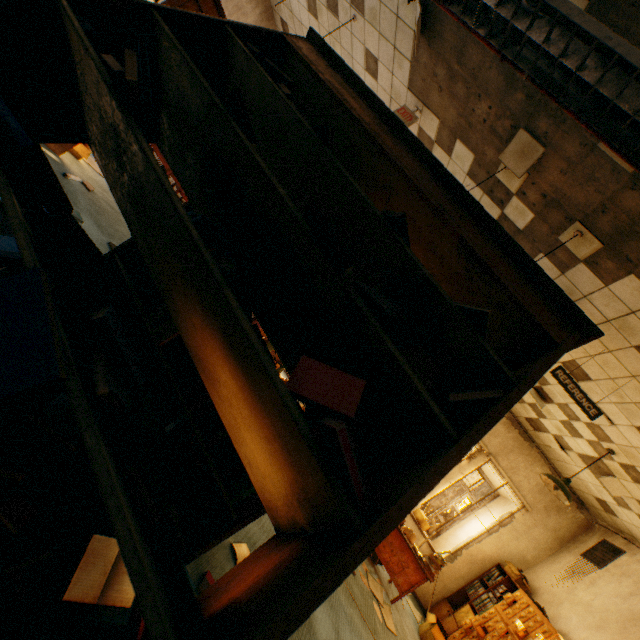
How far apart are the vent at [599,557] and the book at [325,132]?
7.44m

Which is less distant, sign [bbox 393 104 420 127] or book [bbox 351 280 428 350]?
book [bbox 351 280 428 350]

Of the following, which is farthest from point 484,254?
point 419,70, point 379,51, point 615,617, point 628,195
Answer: point 615,617

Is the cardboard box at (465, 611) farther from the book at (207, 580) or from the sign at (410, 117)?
the sign at (410, 117)

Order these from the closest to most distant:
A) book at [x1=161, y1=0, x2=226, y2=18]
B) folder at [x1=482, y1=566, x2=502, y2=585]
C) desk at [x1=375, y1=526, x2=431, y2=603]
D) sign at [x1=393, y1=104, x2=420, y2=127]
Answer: book at [x1=161, y1=0, x2=226, y2=18] → sign at [x1=393, y1=104, x2=420, y2=127] → desk at [x1=375, y1=526, x2=431, y2=603] → folder at [x1=482, y1=566, x2=502, y2=585]

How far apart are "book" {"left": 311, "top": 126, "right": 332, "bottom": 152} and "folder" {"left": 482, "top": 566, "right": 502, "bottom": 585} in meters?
7.5 m

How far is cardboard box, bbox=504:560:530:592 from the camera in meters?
6.0

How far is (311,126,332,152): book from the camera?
1.2m
